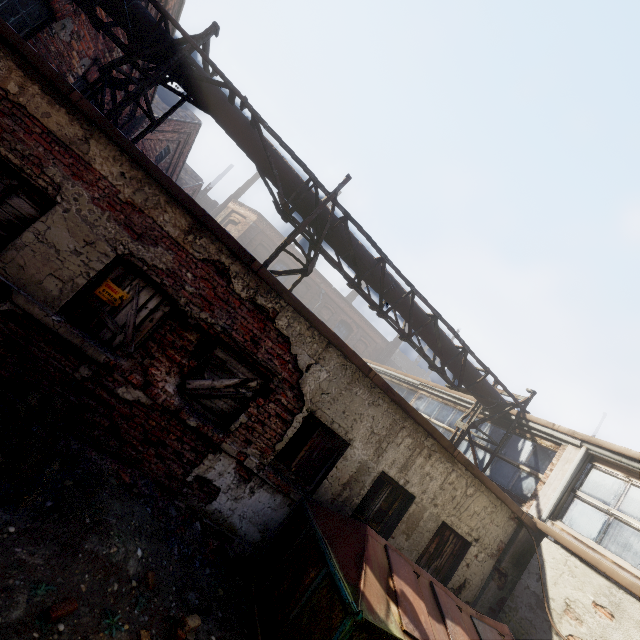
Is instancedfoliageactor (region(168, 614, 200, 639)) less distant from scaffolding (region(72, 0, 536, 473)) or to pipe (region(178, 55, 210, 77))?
scaffolding (region(72, 0, 536, 473))

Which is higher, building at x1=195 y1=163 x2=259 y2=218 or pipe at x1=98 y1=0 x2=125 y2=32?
building at x1=195 y1=163 x2=259 y2=218

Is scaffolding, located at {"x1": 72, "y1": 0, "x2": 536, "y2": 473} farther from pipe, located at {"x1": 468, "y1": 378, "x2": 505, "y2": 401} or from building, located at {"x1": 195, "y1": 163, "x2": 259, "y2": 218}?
building, located at {"x1": 195, "y1": 163, "x2": 259, "y2": 218}

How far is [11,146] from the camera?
4.0m

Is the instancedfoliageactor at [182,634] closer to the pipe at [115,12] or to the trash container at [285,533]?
the trash container at [285,533]

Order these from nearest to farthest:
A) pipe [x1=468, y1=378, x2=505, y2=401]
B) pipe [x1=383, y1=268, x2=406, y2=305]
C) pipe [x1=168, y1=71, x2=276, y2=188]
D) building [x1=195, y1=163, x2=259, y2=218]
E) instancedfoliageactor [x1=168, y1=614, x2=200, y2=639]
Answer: instancedfoliageactor [x1=168, y1=614, x2=200, y2=639] < pipe [x1=168, y1=71, x2=276, y2=188] < pipe [x1=383, y1=268, x2=406, y2=305] < pipe [x1=468, y1=378, x2=505, y2=401] < building [x1=195, y1=163, x2=259, y2=218]

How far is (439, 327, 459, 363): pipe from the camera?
8.95m

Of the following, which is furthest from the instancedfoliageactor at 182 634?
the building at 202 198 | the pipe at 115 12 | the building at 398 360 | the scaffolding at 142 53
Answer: the building at 398 360
